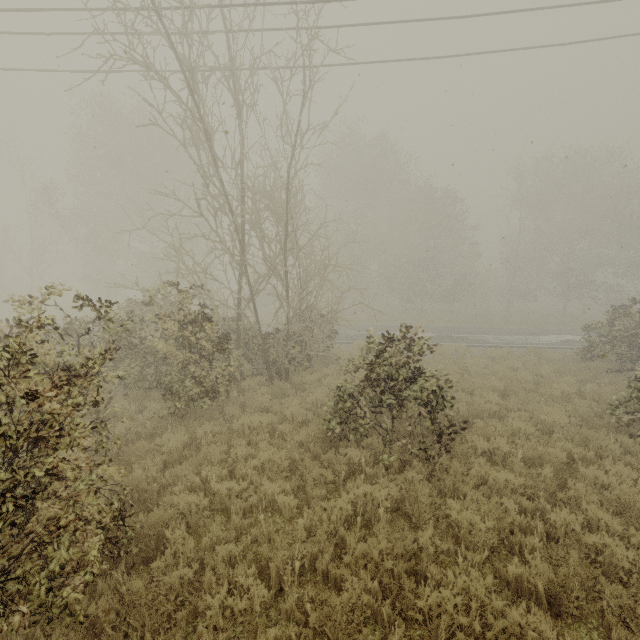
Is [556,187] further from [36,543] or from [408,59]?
[36,543]
